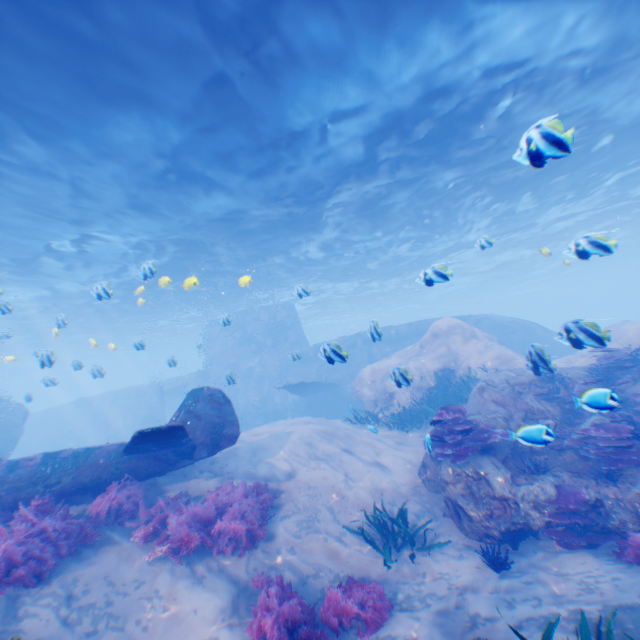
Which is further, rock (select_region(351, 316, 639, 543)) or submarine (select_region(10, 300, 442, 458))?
submarine (select_region(10, 300, 442, 458))

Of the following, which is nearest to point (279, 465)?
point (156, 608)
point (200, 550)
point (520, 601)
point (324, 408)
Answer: point (200, 550)

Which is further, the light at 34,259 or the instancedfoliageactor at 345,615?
the light at 34,259

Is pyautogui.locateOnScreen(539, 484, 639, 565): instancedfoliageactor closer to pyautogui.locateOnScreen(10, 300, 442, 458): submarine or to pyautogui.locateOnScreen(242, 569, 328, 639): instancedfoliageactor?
pyautogui.locateOnScreen(10, 300, 442, 458): submarine

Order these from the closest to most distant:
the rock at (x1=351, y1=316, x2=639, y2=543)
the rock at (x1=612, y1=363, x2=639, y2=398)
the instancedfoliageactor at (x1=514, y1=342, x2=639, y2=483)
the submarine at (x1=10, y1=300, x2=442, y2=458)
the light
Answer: the instancedfoliageactor at (x1=514, y1=342, x2=639, y2=483) → the rock at (x1=351, y1=316, x2=639, y2=543) → the light → the rock at (x1=612, y1=363, x2=639, y2=398) → the submarine at (x1=10, y1=300, x2=442, y2=458)

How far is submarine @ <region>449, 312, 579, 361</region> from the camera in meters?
6.7

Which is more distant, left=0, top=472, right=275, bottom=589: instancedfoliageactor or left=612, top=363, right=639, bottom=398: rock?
left=612, top=363, right=639, bottom=398: rock

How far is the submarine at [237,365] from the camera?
23.3m
